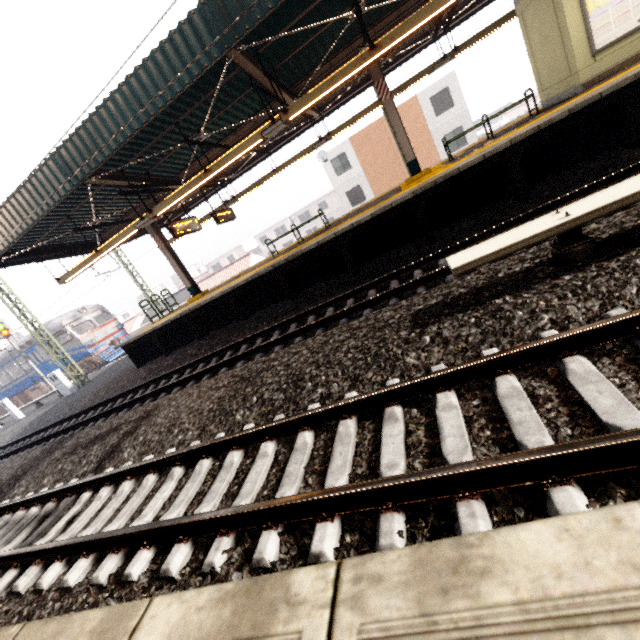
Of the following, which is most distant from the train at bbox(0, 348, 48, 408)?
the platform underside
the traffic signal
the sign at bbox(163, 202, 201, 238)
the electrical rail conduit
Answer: the electrical rail conduit

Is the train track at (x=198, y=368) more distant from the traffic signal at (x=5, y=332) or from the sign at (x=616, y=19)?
the traffic signal at (x=5, y=332)

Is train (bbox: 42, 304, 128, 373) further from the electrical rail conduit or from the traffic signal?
→ the electrical rail conduit

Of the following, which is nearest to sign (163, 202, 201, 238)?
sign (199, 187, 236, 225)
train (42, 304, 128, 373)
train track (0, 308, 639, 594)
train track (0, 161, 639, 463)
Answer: sign (199, 187, 236, 225)

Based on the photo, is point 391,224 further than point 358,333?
Yes

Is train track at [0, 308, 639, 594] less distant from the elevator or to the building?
the elevator

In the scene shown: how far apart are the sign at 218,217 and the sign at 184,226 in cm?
134

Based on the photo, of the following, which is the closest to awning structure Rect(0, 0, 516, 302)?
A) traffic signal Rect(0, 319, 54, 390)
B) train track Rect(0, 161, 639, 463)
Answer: Result: train track Rect(0, 161, 639, 463)
